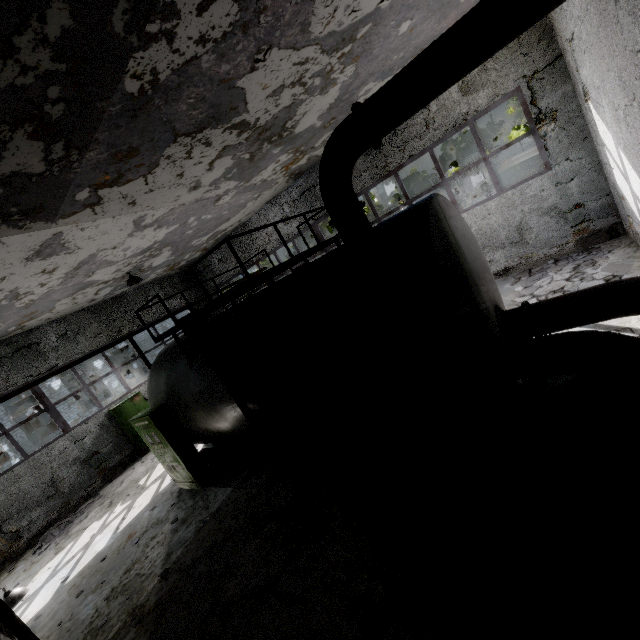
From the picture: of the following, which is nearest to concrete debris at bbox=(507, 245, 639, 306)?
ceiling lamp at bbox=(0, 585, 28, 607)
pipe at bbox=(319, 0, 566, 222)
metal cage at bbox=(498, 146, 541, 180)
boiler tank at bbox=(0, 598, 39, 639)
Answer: metal cage at bbox=(498, 146, 541, 180)

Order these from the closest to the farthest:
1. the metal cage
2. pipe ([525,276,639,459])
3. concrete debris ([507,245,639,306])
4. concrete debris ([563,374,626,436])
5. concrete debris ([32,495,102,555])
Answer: pipe ([525,276,639,459]) → concrete debris ([563,374,626,436]) → concrete debris ([507,245,639,306]) → concrete debris ([32,495,102,555]) → the metal cage

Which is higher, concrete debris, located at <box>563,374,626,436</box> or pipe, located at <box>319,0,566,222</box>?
pipe, located at <box>319,0,566,222</box>

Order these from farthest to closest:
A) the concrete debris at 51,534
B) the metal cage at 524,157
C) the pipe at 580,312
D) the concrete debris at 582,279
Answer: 1. the metal cage at 524,157
2. the concrete debris at 51,534
3. the concrete debris at 582,279
4. the pipe at 580,312

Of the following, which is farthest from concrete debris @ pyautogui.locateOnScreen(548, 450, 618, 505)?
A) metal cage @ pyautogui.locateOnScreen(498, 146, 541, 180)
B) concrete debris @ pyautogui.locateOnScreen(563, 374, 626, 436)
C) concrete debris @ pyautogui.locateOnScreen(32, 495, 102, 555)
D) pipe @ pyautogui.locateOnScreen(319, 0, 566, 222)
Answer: pipe @ pyautogui.locateOnScreen(319, 0, 566, 222)

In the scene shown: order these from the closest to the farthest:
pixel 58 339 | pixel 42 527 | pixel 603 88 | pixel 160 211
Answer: pixel 603 88, pixel 160 211, pixel 42 527, pixel 58 339

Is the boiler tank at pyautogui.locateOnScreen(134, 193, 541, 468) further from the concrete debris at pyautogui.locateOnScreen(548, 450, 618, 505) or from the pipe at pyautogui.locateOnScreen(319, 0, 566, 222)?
the pipe at pyautogui.locateOnScreen(319, 0, 566, 222)

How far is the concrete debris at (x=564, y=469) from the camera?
3.5 meters
